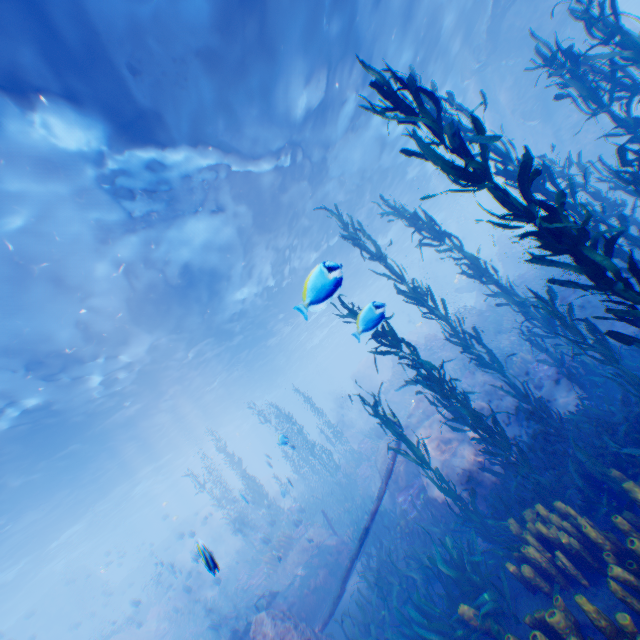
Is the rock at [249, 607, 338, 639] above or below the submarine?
below

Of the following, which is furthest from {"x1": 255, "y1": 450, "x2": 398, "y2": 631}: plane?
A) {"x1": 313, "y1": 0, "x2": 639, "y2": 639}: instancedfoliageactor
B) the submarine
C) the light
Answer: the submarine

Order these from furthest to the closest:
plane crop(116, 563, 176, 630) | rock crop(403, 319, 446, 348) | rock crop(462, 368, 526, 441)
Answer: rock crop(403, 319, 446, 348) < plane crop(116, 563, 176, 630) < rock crop(462, 368, 526, 441)

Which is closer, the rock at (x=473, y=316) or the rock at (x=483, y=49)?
the rock at (x=483, y=49)

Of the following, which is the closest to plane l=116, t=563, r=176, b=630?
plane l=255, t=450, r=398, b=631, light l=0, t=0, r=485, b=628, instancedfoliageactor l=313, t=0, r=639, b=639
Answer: light l=0, t=0, r=485, b=628

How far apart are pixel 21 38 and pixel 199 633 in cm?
2487

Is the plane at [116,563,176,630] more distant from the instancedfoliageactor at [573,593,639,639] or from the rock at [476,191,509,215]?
the instancedfoliageactor at [573,593,639,639]

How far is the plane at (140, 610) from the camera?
18.4 meters
